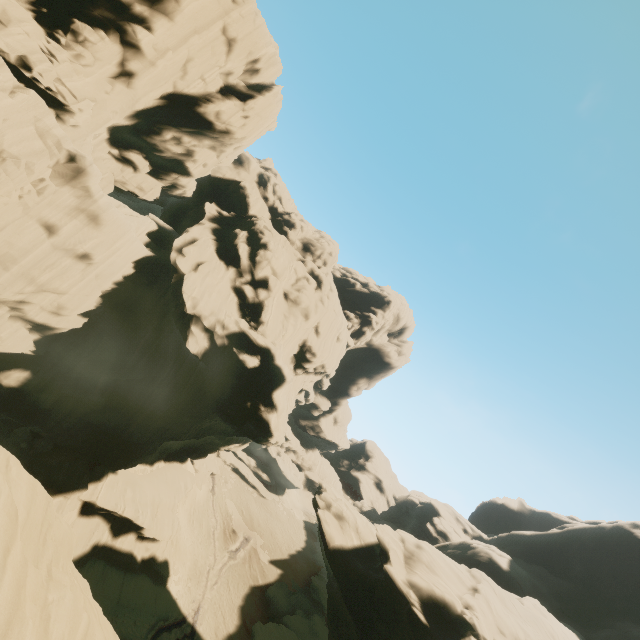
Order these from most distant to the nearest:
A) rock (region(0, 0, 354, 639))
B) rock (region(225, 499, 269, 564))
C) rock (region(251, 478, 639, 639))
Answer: rock (region(225, 499, 269, 564))
rock (region(251, 478, 639, 639))
rock (region(0, 0, 354, 639))

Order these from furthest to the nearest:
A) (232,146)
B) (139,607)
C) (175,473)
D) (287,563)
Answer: (287,563)
(175,473)
(232,146)
(139,607)

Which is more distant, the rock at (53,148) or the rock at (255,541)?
the rock at (255,541)

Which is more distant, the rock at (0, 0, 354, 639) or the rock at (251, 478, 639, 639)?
the rock at (251, 478, 639, 639)

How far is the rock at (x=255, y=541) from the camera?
44.1m

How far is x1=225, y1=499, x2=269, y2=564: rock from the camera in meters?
44.1 m

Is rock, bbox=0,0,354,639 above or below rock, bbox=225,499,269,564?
above
